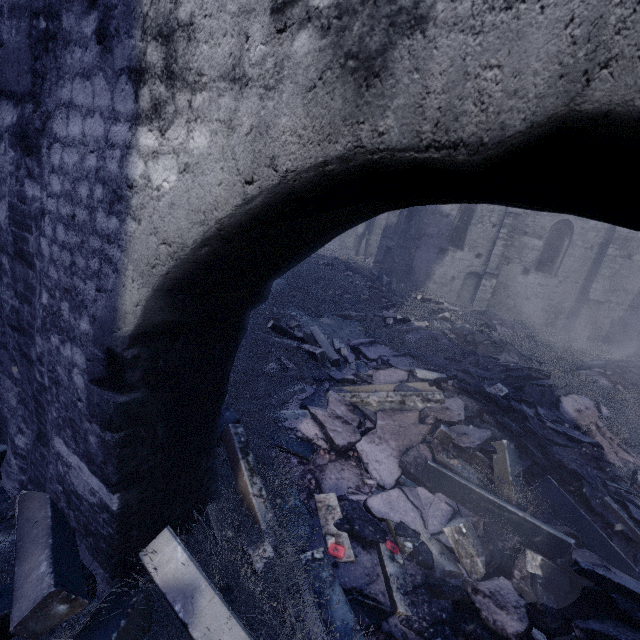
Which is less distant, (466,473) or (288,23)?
(288,23)

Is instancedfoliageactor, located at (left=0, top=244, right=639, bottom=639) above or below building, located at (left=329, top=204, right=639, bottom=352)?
below

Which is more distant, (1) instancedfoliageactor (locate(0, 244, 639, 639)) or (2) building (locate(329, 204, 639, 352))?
(2) building (locate(329, 204, 639, 352))

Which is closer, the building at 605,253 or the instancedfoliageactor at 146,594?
the instancedfoliageactor at 146,594

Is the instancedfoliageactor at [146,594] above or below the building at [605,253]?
below
